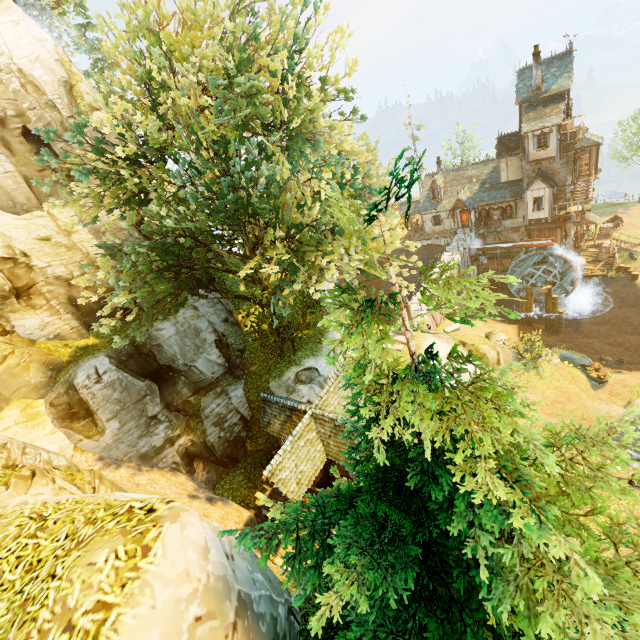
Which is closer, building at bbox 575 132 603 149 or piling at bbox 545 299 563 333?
building at bbox 575 132 603 149

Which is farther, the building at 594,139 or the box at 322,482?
the building at 594,139

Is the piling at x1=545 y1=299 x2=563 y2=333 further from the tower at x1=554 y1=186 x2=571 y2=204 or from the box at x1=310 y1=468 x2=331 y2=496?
the box at x1=310 y1=468 x2=331 y2=496

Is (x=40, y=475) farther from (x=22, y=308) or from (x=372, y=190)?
(x=372, y=190)

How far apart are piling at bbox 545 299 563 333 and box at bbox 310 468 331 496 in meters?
29.2 m

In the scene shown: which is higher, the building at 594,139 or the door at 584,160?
the building at 594,139

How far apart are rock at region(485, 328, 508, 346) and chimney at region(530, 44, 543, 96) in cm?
2088

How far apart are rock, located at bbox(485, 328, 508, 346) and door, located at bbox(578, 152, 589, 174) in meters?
19.6
